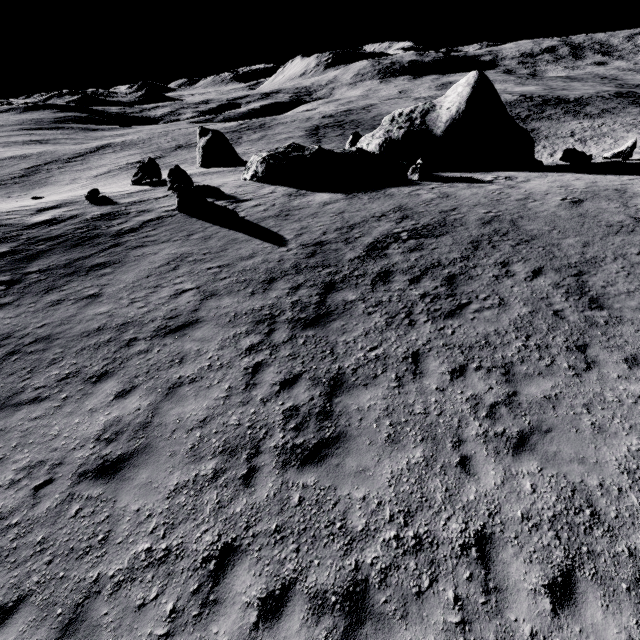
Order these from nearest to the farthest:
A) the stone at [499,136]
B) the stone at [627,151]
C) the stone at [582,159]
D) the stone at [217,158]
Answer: the stone at [499,136] → the stone at [582,159] → the stone at [627,151] → the stone at [217,158]

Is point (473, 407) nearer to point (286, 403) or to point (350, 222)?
point (286, 403)

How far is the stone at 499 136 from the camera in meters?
21.9 m

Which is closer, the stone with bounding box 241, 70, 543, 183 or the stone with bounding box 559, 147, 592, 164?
the stone with bounding box 241, 70, 543, 183

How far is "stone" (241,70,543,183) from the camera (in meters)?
21.92

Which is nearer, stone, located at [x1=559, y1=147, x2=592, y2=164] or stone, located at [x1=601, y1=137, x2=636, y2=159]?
stone, located at [x1=559, y1=147, x2=592, y2=164]

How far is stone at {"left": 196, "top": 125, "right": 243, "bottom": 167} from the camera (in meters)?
A: 38.88
